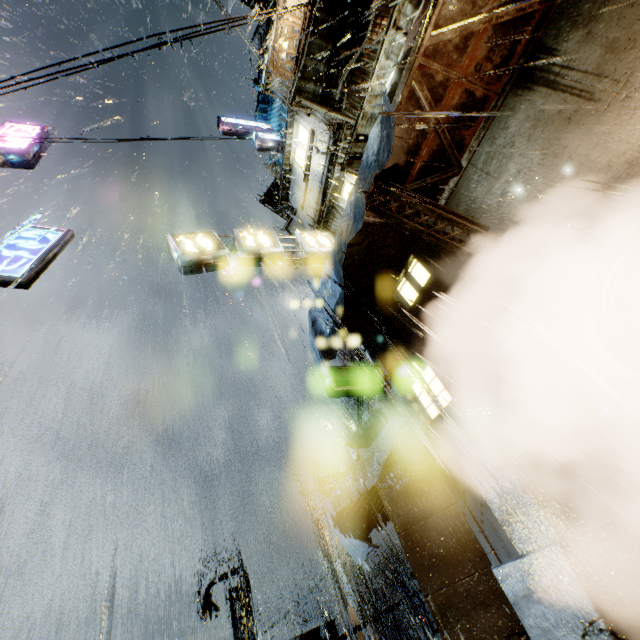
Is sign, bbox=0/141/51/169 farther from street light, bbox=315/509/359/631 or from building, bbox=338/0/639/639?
street light, bbox=315/509/359/631

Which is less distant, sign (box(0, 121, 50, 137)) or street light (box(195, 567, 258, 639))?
sign (box(0, 121, 50, 137))

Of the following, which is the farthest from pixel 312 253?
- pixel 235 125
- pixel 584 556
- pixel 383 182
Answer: pixel 235 125

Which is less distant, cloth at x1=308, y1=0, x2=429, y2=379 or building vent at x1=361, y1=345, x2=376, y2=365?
cloth at x1=308, y1=0, x2=429, y2=379

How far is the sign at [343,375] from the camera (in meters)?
7.22

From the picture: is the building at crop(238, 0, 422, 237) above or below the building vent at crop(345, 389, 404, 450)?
above

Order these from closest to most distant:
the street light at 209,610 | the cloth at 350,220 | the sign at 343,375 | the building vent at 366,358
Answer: the cloth at 350,220 < the sign at 343,375 < the building vent at 366,358 < the street light at 209,610

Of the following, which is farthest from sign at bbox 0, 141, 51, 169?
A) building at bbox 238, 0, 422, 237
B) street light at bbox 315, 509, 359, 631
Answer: street light at bbox 315, 509, 359, 631
